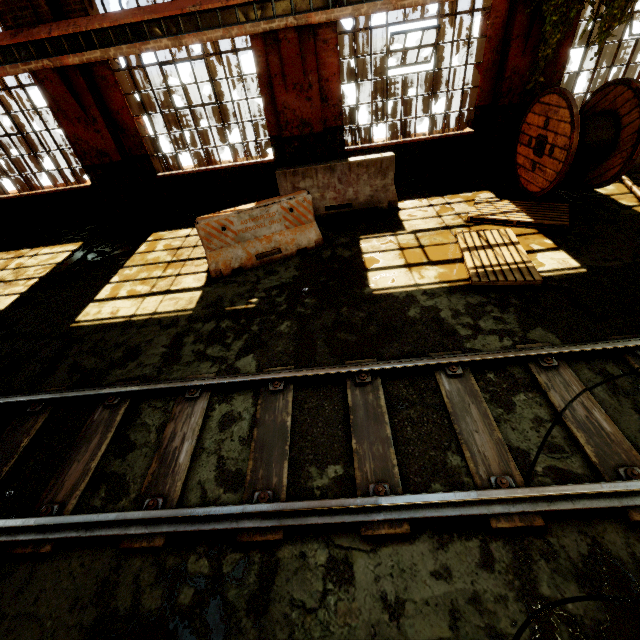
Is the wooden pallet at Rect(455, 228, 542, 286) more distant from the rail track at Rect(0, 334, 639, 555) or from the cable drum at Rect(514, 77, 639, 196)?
the rail track at Rect(0, 334, 639, 555)

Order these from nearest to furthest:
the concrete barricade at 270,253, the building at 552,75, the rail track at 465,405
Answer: the rail track at 465,405
the concrete barricade at 270,253
the building at 552,75

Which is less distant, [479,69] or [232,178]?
[479,69]

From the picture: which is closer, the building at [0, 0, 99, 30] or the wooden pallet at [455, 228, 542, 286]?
the wooden pallet at [455, 228, 542, 286]

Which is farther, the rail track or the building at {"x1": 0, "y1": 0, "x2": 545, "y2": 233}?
the building at {"x1": 0, "y1": 0, "x2": 545, "y2": 233}

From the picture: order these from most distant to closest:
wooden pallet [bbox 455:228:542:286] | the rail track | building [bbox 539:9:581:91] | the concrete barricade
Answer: building [bbox 539:9:581:91] < the concrete barricade < wooden pallet [bbox 455:228:542:286] < the rail track

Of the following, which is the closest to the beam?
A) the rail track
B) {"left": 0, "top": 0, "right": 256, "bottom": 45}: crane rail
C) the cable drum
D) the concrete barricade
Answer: {"left": 0, "top": 0, "right": 256, "bottom": 45}: crane rail

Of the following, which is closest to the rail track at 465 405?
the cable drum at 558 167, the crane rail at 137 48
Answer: the cable drum at 558 167
